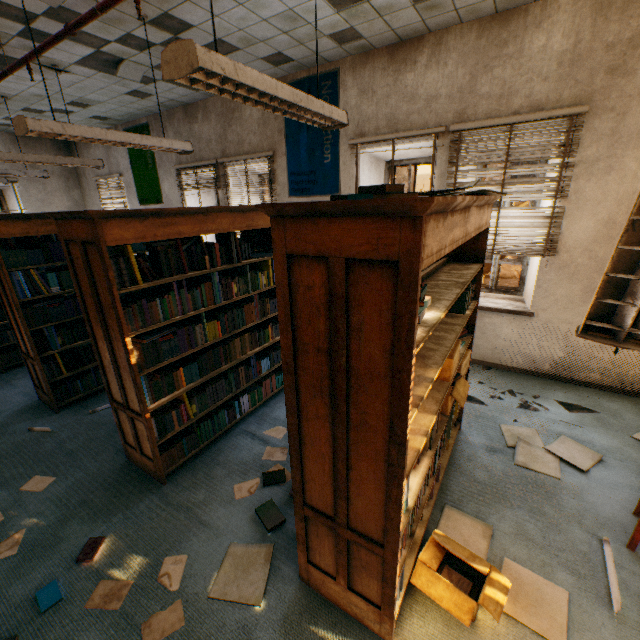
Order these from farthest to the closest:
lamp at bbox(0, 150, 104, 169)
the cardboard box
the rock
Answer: the rock → lamp at bbox(0, 150, 104, 169) → the cardboard box

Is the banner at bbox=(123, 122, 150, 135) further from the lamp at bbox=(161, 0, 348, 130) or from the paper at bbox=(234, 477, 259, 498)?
the paper at bbox=(234, 477, 259, 498)

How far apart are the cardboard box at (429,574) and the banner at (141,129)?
7.7m

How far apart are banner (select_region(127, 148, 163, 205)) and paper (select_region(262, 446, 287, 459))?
6.3m

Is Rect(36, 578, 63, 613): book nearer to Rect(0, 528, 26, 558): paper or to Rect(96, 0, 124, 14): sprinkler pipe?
Rect(0, 528, 26, 558): paper

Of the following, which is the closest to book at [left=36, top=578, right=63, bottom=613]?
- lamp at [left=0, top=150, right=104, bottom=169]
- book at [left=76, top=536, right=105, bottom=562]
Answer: book at [left=76, top=536, right=105, bottom=562]

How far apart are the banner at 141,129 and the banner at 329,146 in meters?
3.5 m

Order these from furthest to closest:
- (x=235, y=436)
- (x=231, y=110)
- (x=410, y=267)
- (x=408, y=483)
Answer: (x=231, y=110)
(x=235, y=436)
(x=408, y=483)
(x=410, y=267)
